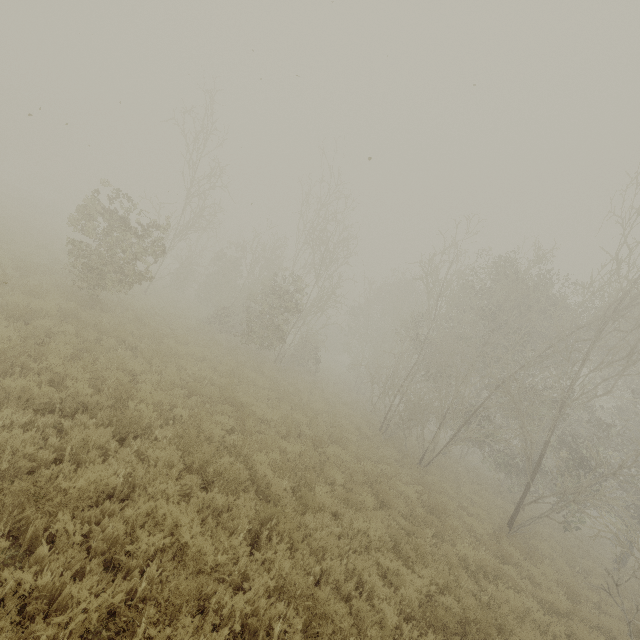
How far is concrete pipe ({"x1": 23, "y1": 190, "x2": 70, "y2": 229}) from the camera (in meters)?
37.44

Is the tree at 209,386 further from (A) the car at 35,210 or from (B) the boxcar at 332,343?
(A) the car at 35,210

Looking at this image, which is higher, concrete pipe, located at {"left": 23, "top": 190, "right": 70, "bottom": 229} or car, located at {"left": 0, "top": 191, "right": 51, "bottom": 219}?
concrete pipe, located at {"left": 23, "top": 190, "right": 70, "bottom": 229}

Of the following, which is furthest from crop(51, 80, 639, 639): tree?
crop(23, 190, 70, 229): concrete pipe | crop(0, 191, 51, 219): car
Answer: crop(23, 190, 70, 229): concrete pipe

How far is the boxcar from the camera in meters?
49.2 m

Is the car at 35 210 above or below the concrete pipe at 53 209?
below

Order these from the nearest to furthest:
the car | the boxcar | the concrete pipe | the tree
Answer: the tree, the car, the concrete pipe, the boxcar

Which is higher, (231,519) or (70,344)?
(70,344)
